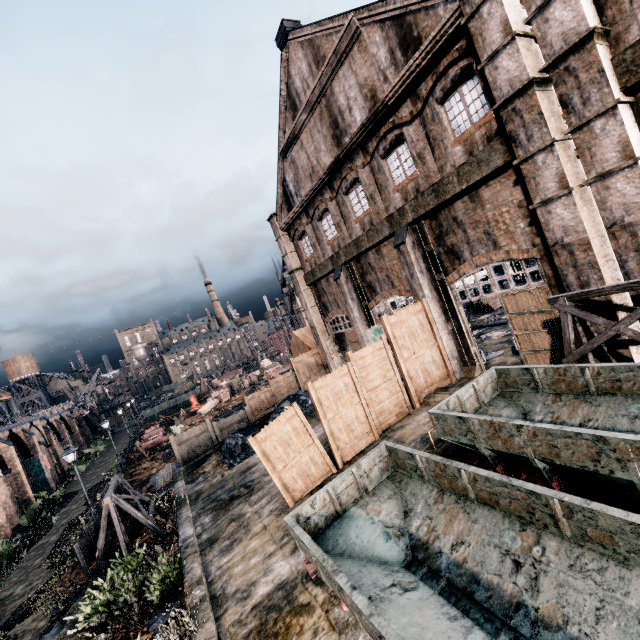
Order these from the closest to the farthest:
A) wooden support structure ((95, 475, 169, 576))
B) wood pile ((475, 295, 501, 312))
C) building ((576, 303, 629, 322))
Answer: building ((576, 303, 629, 322)), wooden support structure ((95, 475, 169, 576)), wood pile ((475, 295, 501, 312))

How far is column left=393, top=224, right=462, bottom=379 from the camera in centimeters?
1608cm

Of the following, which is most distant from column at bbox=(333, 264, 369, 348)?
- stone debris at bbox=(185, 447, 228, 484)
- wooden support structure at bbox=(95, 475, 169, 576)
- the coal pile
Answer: wooden support structure at bbox=(95, 475, 169, 576)

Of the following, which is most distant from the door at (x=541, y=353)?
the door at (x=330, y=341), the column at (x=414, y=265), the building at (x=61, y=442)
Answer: the building at (x=61, y=442)

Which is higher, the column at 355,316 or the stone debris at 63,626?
the column at 355,316

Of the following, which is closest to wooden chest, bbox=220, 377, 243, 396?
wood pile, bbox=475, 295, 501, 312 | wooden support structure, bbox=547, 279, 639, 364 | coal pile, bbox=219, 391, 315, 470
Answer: coal pile, bbox=219, 391, 315, 470

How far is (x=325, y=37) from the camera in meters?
16.2 m

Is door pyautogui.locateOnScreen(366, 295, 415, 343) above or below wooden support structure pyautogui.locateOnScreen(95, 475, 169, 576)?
above
